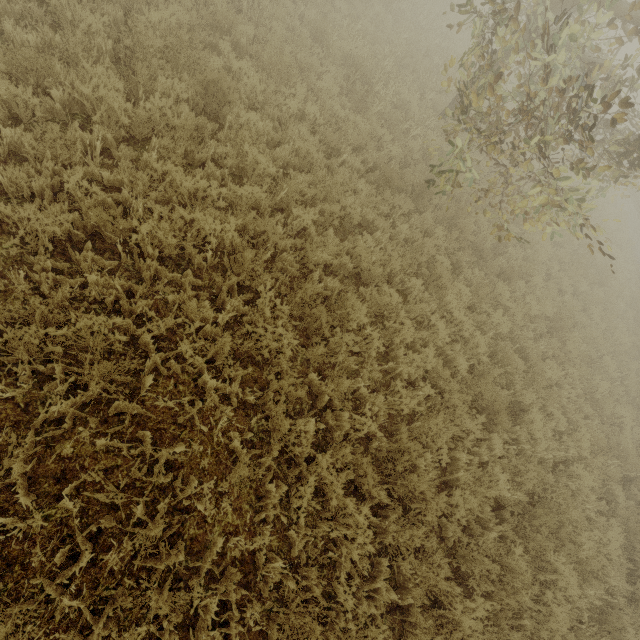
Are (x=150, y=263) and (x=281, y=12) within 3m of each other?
no
